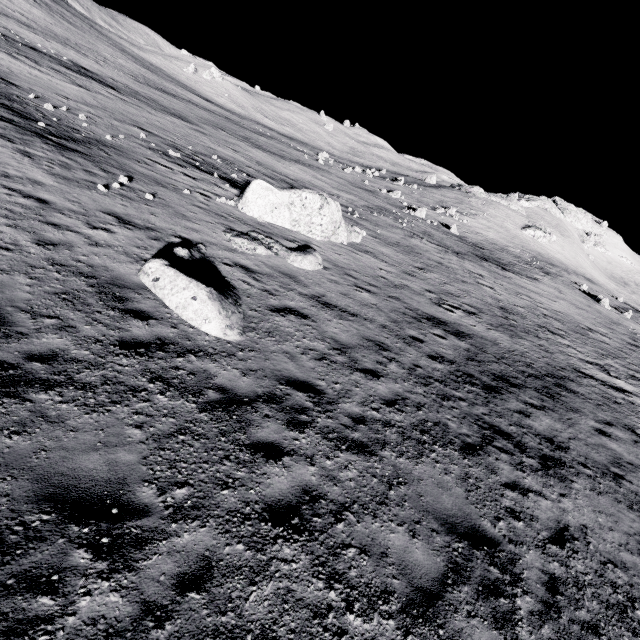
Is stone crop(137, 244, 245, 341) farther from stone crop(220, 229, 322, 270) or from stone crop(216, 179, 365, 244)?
stone crop(216, 179, 365, 244)

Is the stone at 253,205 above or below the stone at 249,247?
above

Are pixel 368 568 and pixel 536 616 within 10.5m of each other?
yes

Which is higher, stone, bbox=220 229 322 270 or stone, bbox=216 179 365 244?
stone, bbox=216 179 365 244

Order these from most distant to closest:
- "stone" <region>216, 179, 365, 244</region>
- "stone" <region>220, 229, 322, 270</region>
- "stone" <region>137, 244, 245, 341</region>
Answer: "stone" <region>216, 179, 365, 244</region>
"stone" <region>220, 229, 322, 270</region>
"stone" <region>137, 244, 245, 341</region>

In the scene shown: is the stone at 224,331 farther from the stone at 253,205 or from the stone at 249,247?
the stone at 253,205
